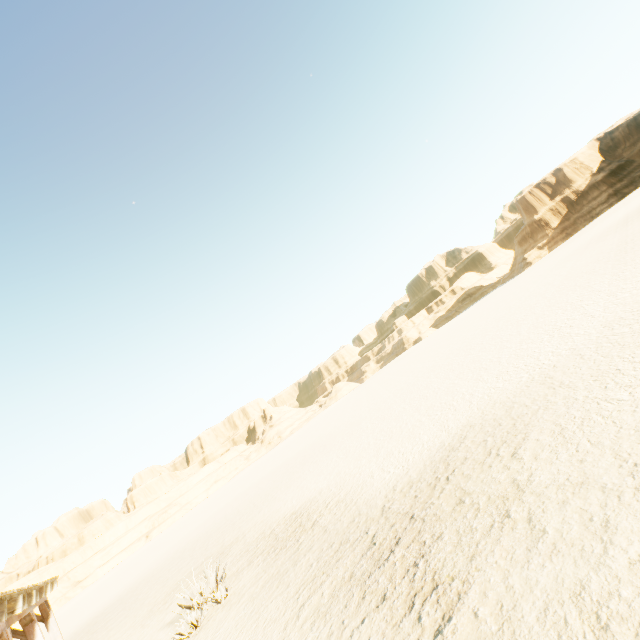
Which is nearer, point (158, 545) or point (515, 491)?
point (515, 491)
